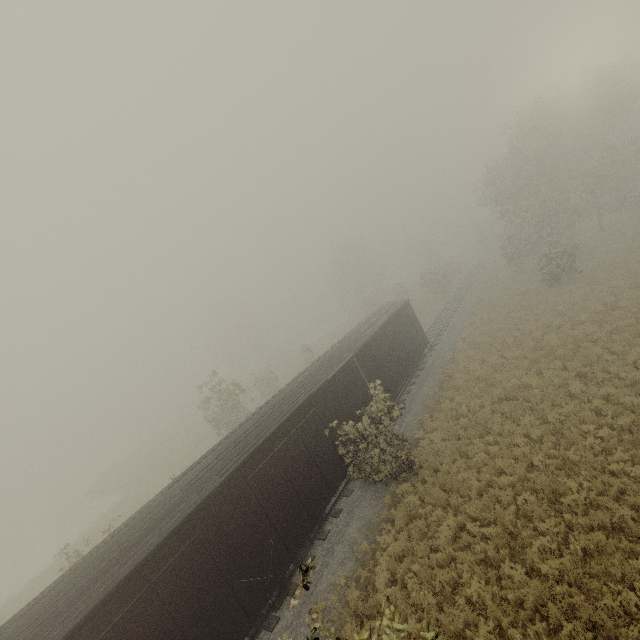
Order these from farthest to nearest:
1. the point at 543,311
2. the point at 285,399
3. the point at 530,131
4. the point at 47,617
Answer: the point at 530,131
the point at 543,311
the point at 285,399
the point at 47,617

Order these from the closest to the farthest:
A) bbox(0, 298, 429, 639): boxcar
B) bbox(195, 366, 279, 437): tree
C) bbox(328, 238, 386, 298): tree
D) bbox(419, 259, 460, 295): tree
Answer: bbox(0, 298, 429, 639): boxcar, bbox(195, 366, 279, 437): tree, bbox(419, 259, 460, 295): tree, bbox(328, 238, 386, 298): tree

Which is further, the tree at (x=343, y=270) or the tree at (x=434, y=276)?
the tree at (x=343, y=270)

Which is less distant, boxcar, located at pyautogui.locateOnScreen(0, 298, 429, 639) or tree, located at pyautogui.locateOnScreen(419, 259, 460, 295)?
boxcar, located at pyautogui.locateOnScreen(0, 298, 429, 639)

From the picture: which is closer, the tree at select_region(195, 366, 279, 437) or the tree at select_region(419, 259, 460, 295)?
the tree at select_region(195, 366, 279, 437)

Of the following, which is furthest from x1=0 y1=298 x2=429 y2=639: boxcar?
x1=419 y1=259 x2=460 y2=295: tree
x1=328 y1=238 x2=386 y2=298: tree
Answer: x1=328 y1=238 x2=386 y2=298: tree

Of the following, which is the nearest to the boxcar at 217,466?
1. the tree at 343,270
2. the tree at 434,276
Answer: the tree at 434,276
